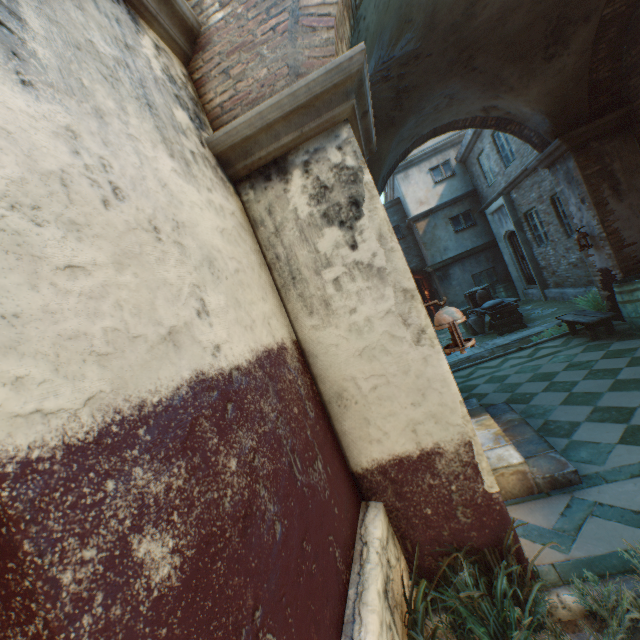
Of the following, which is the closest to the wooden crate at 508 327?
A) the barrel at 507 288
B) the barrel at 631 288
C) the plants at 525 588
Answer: the barrel at 631 288

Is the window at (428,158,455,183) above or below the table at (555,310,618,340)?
above

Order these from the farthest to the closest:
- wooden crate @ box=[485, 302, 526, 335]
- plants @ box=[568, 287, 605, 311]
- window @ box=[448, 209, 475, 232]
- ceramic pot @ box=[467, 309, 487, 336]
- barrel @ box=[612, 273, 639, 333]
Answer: window @ box=[448, 209, 475, 232] < ceramic pot @ box=[467, 309, 487, 336] < wooden crate @ box=[485, 302, 526, 335] < plants @ box=[568, 287, 605, 311] < barrel @ box=[612, 273, 639, 333]

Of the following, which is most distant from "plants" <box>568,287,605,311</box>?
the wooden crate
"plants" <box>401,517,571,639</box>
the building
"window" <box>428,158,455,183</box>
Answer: "window" <box>428,158,455,183</box>

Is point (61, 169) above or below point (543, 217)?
above

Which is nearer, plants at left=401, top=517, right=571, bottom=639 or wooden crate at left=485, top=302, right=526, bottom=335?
plants at left=401, top=517, right=571, bottom=639

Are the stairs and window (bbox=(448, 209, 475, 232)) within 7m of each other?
no

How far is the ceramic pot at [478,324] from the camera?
10.3 meters
